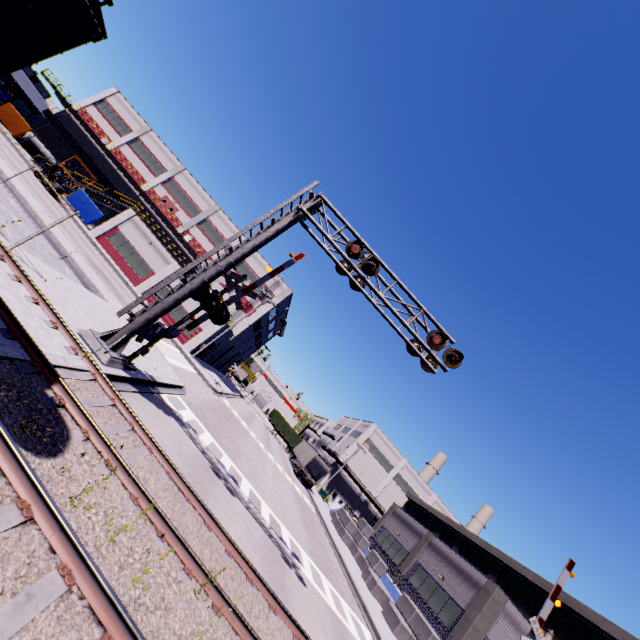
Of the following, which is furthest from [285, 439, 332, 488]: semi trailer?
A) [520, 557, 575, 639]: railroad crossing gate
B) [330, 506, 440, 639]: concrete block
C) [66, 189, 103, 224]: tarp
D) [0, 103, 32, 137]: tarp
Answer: [520, 557, 575, 639]: railroad crossing gate

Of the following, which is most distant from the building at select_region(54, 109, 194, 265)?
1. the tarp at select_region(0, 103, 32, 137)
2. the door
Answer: the tarp at select_region(0, 103, 32, 137)

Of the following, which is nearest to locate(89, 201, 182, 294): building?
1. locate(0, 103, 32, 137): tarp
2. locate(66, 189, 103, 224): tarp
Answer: locate(66, 189, 103, 224): tarp

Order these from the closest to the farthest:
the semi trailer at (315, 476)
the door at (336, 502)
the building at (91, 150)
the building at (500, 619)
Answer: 1. the building at (500, 619)
2. the semi trailer at (315, 476)
3. the building at (91, 150)
4. the door at (336, 502)

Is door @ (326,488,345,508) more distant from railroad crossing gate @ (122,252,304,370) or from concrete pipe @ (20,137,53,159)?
concrete pipe @ (20,137,53,159)

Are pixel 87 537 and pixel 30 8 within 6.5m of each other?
no

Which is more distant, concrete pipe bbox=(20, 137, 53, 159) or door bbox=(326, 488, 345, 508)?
door bbox=(326, 488, 345, 508)

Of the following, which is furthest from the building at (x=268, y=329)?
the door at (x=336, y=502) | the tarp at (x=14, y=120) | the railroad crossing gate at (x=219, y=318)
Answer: the railroad crossing gate at (x=219, y=318)
